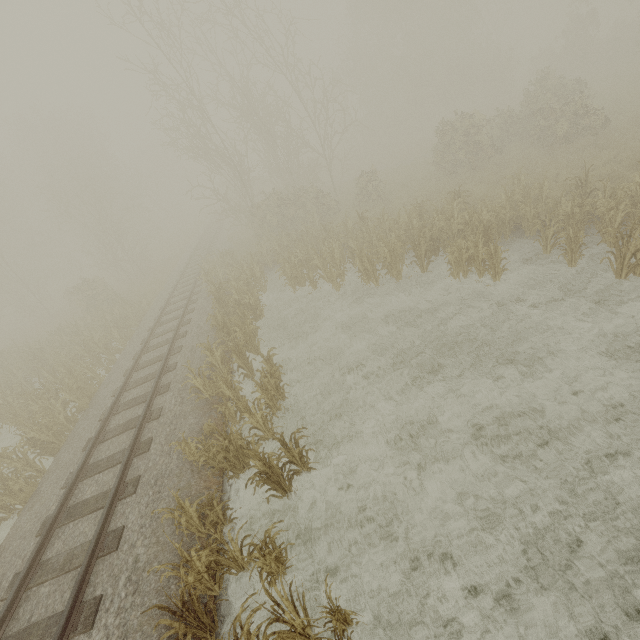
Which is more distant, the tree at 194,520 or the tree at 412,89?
the tree at 412,89

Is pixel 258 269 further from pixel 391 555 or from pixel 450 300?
pixel 391 555

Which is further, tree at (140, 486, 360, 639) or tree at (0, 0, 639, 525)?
tree at (0, 0, 639, 525)
